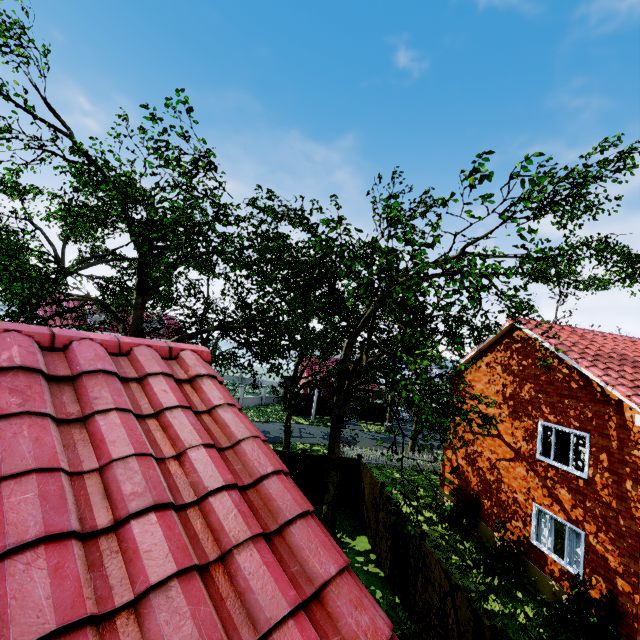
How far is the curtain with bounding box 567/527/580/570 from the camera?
10.2 meters

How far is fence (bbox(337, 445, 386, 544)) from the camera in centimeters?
1328cm

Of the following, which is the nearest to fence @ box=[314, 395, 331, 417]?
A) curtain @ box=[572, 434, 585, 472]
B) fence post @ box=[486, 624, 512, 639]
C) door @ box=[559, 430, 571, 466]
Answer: door @ box=[559, 430, 571, 466]

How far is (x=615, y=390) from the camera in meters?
9.5

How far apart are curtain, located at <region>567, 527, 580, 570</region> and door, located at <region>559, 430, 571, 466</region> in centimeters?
189cm

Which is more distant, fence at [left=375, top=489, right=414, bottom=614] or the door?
the door

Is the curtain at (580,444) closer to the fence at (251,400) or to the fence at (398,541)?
the fence at (398,541)

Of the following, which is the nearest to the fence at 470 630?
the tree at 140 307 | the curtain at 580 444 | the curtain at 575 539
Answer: the tree at 140 307
